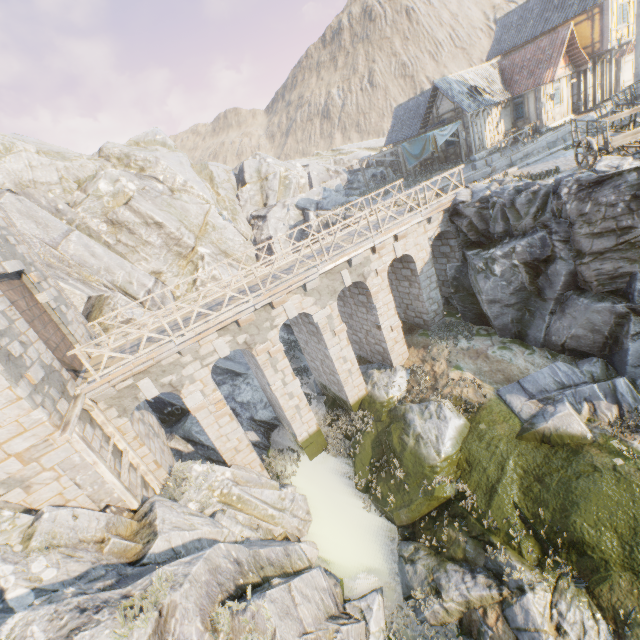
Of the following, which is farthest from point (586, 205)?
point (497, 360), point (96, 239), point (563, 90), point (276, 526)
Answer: point (96, 239)

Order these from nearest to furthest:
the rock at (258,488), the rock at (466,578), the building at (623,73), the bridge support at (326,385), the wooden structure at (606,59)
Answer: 1. the rock at (258,488)
2. the rock at (466,578)
3. the bridge support at (326,385)
4. the wooden structure at (606,59)
5. the building at (623,73)

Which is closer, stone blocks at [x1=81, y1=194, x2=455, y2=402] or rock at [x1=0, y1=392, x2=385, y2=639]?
rock at [x1=0, y1=392, x2=385, y2=639]

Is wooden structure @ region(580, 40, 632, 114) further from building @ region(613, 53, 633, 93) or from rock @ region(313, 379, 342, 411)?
rock @ region(313, 379, 342, 411)

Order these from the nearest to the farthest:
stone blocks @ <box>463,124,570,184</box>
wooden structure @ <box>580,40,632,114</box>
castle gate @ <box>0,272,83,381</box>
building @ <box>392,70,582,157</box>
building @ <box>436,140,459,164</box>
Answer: castle gate @ <box>0,272,83,381</box>
stone blocks @ <box>463,124,570,184</box>
building @ <box>392,70,582,157</box>
wooden structure @ <box>580,40,632,114</box>
building @ <box>436,140,459,164</box>

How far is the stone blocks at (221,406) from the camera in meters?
12.3

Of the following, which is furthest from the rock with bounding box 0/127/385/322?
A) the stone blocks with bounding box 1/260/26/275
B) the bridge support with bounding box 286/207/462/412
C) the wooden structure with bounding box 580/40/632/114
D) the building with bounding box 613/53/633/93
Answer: the wooden structure with bounding box 580/40/632/114

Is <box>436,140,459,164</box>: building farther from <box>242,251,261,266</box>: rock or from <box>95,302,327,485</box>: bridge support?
<box>95,302,327,485</box>: bridge support
